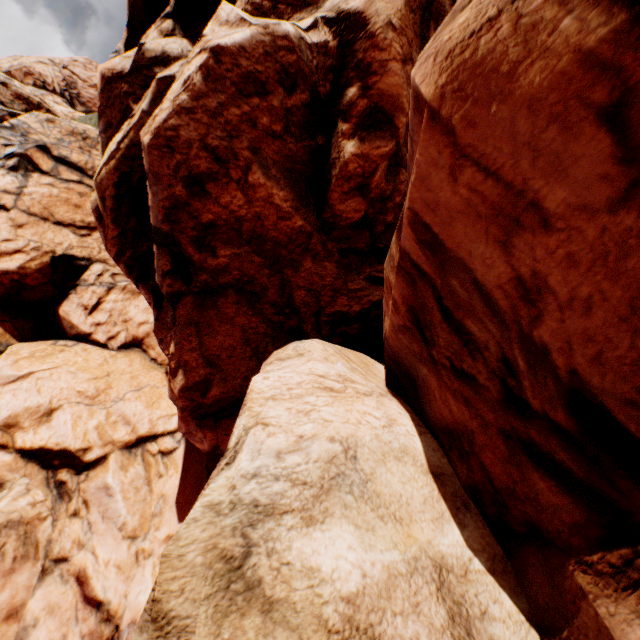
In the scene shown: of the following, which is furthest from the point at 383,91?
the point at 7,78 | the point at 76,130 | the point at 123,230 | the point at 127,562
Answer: the point at 7,78
